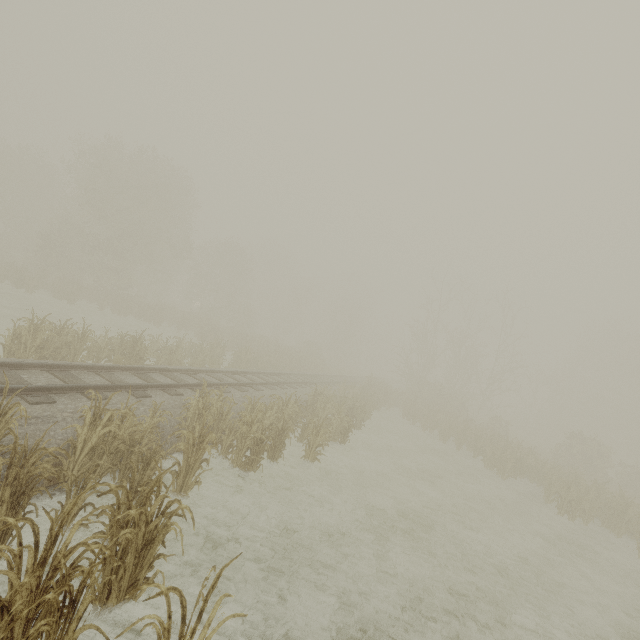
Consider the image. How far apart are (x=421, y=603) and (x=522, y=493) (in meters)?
13.06
